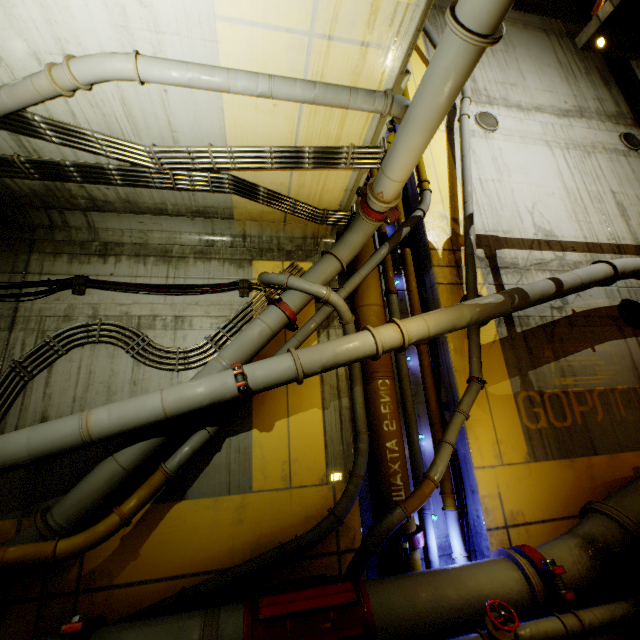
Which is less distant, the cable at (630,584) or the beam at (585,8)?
the cable at (630,584)

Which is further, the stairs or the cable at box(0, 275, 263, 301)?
the cable at box(0, 275, 263, 301)

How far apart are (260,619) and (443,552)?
3.87m

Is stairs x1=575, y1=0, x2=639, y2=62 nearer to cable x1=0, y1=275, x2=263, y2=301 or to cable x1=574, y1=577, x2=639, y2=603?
cable x1=574, y1=577, x2=639, y2=603

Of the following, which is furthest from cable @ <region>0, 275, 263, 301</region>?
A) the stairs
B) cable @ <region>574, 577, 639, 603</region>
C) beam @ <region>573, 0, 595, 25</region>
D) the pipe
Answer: beam @ <region>573, 0, 595, 25</region>

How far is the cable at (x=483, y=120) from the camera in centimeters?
983cm

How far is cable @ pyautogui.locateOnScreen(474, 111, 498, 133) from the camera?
9.8m

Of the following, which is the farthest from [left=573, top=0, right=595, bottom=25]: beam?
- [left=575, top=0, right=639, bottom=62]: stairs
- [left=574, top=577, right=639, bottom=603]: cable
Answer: [left=574, top=577, right=639, bottom=603]: cable
